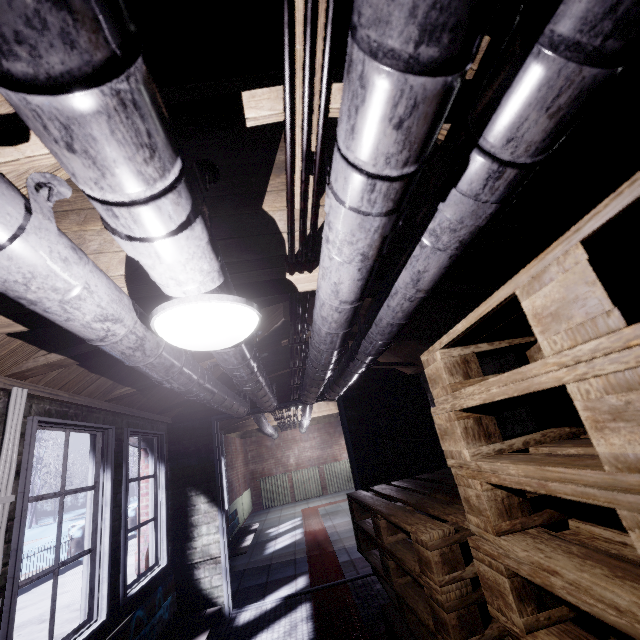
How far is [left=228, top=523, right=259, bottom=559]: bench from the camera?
4.6 meters

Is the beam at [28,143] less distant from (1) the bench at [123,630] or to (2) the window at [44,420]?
(2) the window at [44,420]

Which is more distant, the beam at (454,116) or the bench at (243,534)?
the bench at (243,534)

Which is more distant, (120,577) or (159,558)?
(159,558)

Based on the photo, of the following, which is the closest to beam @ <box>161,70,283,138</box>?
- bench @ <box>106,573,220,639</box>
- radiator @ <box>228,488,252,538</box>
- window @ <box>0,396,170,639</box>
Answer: window @ <box>0,396,170,639</box>

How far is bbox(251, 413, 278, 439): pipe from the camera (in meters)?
5.22

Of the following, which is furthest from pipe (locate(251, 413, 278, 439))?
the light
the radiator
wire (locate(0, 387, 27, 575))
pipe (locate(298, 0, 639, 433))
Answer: the light

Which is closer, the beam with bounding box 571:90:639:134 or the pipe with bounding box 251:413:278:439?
the beam with bounding box 571:90:639:134
